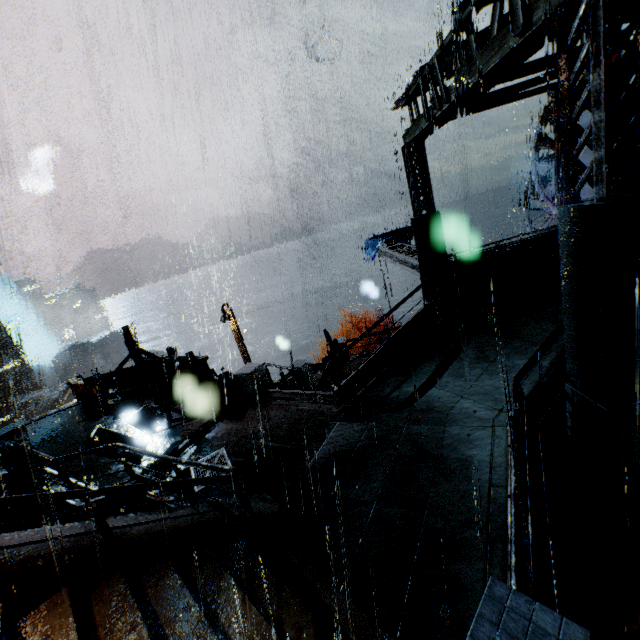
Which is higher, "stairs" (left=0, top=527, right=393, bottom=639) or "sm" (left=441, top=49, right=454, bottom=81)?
"sm" (left=441, top=49, right=454, bottom=81)

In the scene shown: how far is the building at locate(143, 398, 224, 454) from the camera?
10.7m

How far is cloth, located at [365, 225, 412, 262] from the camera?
21.3 meters

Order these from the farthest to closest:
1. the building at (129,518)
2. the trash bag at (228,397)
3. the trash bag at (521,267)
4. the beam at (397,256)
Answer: the beam at (397,256) → the trash bag at (228,397) → the trash bag at (521,267) → the building at (129,518)

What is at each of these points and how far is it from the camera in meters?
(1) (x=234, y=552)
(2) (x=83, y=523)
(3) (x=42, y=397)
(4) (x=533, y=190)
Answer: (1) stairs, 5.7
(2) building, 5.1
(3) building, 35.5
(4) gear, 26.2

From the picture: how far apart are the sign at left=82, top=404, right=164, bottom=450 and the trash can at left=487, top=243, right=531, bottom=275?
13.2m

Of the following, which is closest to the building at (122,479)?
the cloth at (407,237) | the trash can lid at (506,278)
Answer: the trash can lid at (506,278)

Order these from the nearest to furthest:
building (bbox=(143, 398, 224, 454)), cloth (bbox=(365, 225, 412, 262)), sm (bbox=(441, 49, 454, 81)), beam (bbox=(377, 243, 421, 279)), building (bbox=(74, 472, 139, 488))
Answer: sm (bbox=(441, 49, 454, 81))
building (bbox=(74, 472, 139, 488))
building (bbox=(143, 398, 224, 454))
beam (bbox=(377, 243, 421, 279))
cloth (bbox=(365, 225, 412, 262))
